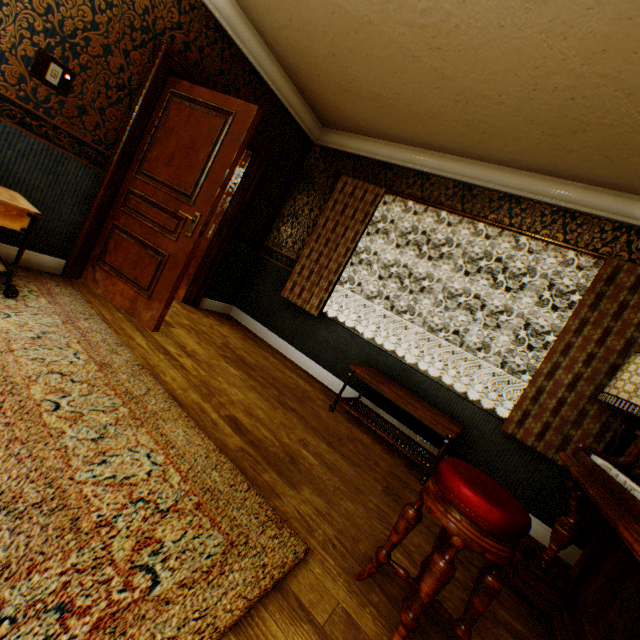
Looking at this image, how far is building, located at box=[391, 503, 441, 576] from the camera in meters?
1.8

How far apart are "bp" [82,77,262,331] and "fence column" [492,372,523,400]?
16.09m

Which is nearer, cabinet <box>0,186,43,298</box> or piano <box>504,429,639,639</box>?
piano <box>504,429,639,639</box>

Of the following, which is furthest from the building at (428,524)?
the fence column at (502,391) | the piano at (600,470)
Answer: the fence column at (502,391)

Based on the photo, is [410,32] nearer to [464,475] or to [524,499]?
[464,475]

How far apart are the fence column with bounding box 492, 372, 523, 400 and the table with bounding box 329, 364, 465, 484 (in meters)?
14.10

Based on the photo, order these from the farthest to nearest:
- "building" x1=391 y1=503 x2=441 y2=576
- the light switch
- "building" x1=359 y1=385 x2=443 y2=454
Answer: "building" x1=359 y1=385 x2=443 y2=454 < the light switch < "building" x1=391 y1=503 x2=441 y2=576

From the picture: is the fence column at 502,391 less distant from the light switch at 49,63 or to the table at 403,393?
the table at 403,393
